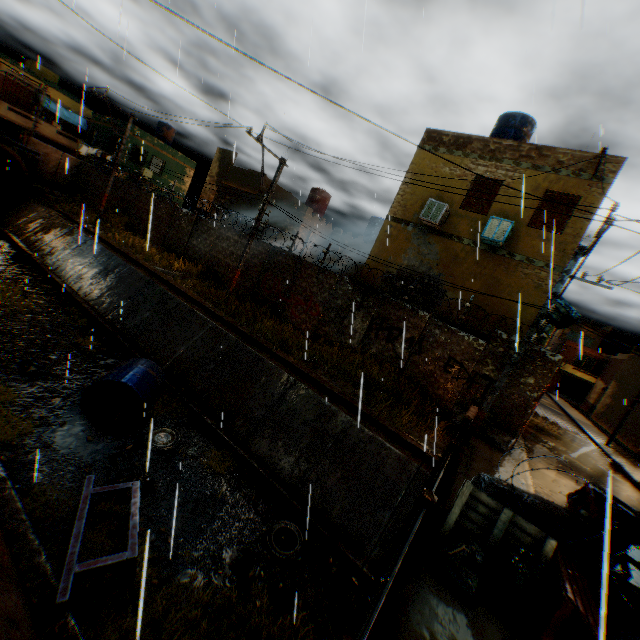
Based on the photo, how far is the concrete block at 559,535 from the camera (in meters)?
4.77

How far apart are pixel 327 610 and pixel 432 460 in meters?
4.2

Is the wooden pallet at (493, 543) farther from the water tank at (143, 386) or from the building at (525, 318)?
the water tank at (143, 386)

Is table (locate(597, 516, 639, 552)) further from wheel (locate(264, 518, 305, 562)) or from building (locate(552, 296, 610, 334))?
wheel (locate(264, 518, 305, 562))

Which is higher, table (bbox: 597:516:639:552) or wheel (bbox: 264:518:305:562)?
table (bbox: 597:516:639:552)

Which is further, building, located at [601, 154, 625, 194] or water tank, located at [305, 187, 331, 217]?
water tank, located at [305, 187, 331, 217]

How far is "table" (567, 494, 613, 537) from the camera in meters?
4.2

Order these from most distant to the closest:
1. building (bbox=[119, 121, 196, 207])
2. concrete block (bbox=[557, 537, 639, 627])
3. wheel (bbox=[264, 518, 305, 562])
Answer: building (bbox=[119, 121, 196, 207]), wheel (bbox=[264, 518, 305, 562]), concrete block (bbox=[557, 537, 639, 627])
